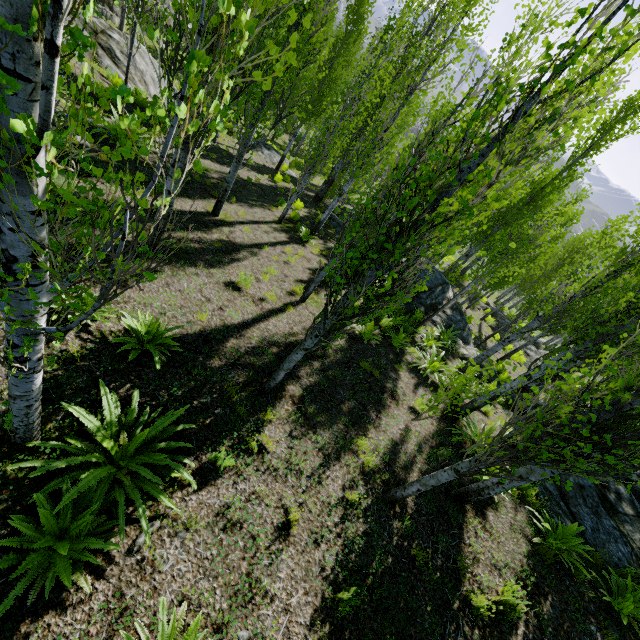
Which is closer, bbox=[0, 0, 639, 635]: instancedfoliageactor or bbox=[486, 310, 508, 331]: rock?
bbox=[0, 0, 639, 635]: instancedfoliageactor

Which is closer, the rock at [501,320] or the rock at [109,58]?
the rock at [109,58]

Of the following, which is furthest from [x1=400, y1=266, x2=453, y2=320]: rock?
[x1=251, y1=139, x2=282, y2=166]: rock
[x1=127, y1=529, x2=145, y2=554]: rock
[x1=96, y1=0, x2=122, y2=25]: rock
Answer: [x1=96, y1=0, x2=122, y2=25]: rock

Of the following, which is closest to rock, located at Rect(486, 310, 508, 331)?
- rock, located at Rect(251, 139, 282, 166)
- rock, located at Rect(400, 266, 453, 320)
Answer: rock, located at Rect(400, 266, 453, 320)

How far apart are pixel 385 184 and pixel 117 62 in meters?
15.7 m

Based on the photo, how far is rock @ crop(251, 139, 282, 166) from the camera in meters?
22.0 m

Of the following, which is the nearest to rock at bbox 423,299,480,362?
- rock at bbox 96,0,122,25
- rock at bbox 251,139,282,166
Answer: rock at bbox 251,139,282,166

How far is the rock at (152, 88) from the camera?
14.91m
